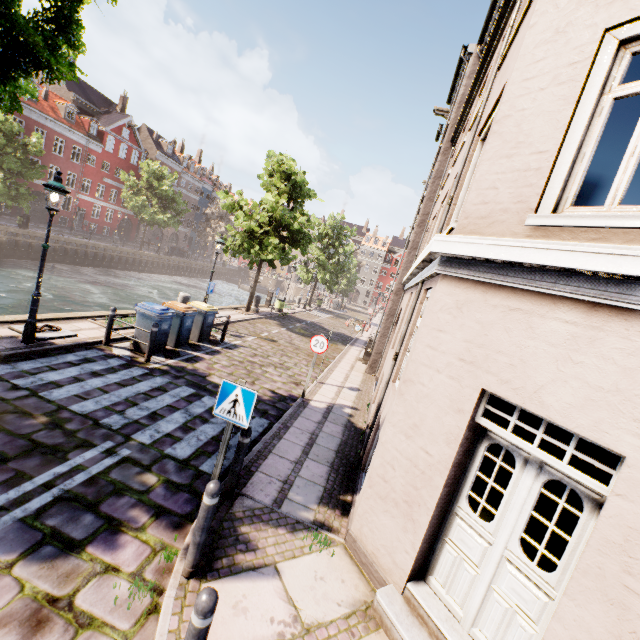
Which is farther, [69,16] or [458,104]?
[458,104]

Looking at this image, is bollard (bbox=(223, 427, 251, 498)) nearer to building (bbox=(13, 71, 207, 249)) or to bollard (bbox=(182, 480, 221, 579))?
bollard (bbox=(182, 480, 221, 579))

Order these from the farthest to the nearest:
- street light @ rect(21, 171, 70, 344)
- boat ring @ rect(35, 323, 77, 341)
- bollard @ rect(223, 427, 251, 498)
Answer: boat ring @ rect(35, 323, 77, 341) < street light @ rect(21, 171, 70, 344) < bollard @ rect(223, 427, 251, 498)

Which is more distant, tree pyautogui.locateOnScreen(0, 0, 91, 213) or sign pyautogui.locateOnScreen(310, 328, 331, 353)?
sign pyautogui.locateOnScreen(310, 328, 331, 353)

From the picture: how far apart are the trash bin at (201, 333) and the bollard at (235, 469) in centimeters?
669cm

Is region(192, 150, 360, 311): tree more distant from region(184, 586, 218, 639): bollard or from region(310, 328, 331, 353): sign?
region(310, 328, 331, 353): sign

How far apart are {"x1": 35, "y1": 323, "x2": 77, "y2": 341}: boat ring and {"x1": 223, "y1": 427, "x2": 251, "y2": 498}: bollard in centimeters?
650cm

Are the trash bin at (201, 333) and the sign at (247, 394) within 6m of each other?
no
